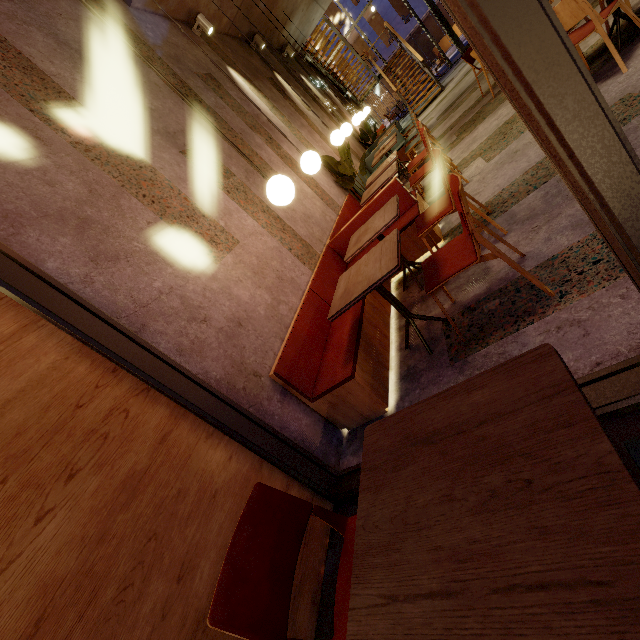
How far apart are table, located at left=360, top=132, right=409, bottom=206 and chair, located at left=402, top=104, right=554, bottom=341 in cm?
224

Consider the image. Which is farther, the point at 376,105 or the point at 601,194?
the point at 376,105

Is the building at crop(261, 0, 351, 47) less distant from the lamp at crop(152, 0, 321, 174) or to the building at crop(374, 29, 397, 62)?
the lamp at crop(152, 0, 321, 174)

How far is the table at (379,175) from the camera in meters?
4.3

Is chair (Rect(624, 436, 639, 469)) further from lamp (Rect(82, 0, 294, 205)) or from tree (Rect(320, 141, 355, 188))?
tree (Rect(320, 141, 355, 188))

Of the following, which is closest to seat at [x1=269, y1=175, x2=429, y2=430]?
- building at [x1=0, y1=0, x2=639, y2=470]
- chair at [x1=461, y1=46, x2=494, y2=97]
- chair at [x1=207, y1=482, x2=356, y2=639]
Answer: building at [x1=0, y1=0, x2=639, y2=470]

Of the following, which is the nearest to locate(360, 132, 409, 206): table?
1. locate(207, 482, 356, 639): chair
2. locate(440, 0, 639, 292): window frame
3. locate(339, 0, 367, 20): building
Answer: locate(440, 0, 639, 292): window frame

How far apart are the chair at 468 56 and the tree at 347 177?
2.3m
